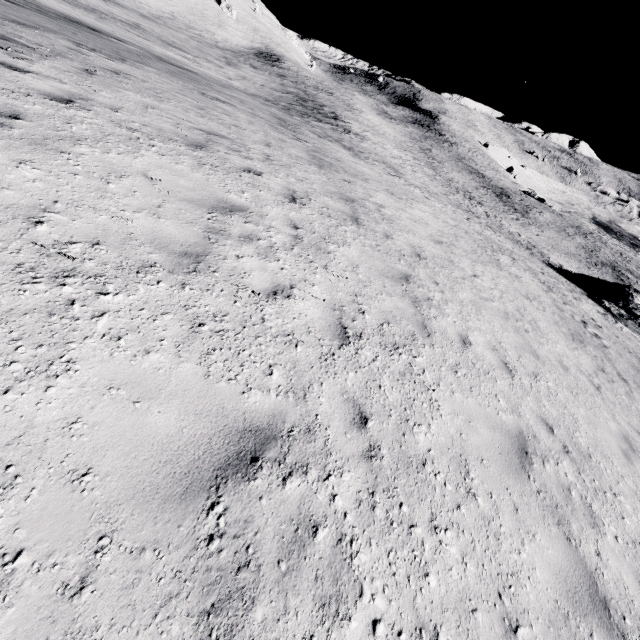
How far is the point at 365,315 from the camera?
5.3 meters
